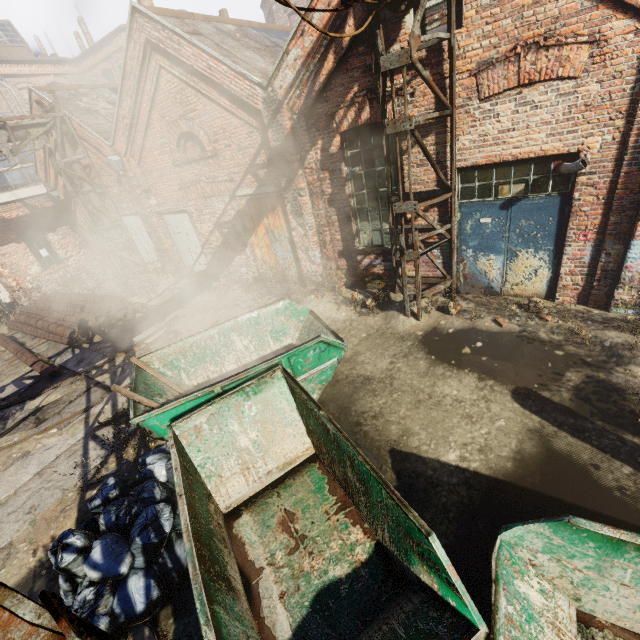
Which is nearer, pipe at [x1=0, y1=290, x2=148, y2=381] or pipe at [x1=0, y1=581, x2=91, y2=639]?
pipe at [x1=0, y1=581, x2=91, y2=639]

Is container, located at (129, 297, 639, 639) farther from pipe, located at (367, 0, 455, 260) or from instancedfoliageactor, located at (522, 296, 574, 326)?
instancedfoliageactor, located at (522, 296, 574, 326)

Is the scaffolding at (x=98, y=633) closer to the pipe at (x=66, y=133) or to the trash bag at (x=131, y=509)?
the pipe at (x=66, y=133)

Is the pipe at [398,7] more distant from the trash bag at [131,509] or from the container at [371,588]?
the trash bag at [131,509]

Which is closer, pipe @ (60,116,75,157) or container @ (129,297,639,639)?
container @ (129,297,639,639)

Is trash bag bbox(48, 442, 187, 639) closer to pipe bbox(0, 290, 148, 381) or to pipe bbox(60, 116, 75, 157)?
pipe bbox(60, 116, 75, 157)

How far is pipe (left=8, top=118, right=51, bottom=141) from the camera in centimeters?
1027cm

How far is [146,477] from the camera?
4.7 meters
